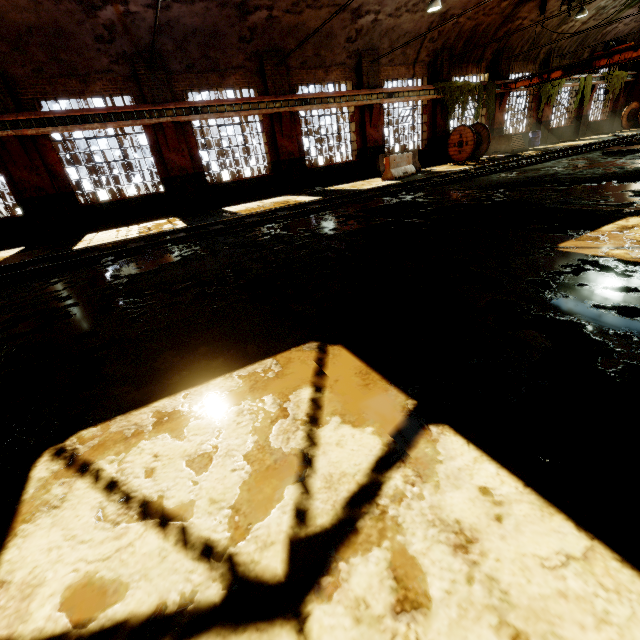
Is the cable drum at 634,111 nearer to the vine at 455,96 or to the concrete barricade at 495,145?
the concrete barricade at 495,145

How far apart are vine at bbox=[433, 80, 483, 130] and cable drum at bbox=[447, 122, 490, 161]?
0.38m

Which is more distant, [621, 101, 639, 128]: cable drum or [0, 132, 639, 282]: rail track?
[621, 101, 639, 128]: cable drum

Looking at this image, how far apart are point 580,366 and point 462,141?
20.00m

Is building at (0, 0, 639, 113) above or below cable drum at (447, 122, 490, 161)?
above

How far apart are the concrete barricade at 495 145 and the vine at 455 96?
1.0m

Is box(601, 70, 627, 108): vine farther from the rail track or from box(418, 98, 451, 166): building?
the rail track

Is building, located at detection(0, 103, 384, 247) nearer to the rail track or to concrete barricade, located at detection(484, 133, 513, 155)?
concrete barricade, located at detection(484, 133, 513, 155)
